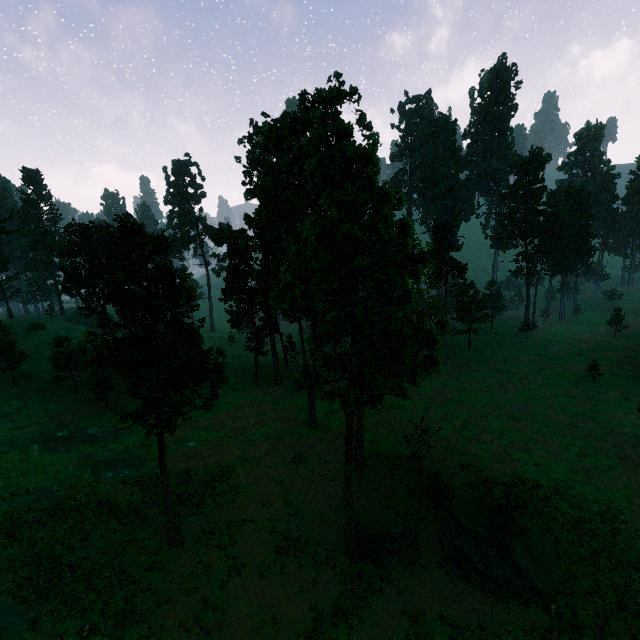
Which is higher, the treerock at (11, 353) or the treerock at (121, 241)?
the treerock at (121, 241)

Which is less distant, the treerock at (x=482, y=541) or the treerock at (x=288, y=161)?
the treerock at (x=288, y=161)

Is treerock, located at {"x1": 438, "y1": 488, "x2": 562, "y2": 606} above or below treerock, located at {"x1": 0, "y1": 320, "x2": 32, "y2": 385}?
below

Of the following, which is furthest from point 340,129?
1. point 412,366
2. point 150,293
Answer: point 150,293

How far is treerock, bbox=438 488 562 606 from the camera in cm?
2133

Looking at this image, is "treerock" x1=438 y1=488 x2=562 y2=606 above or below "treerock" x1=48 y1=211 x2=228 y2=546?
below

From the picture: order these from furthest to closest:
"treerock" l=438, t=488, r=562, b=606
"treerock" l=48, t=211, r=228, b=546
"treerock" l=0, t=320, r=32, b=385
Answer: "treerock" l=0, t=320, r=32, b=385 < "treerock" l=438, t=488, r=562, b=606 < "treerock" l=48, t=211, r=228, b=546
